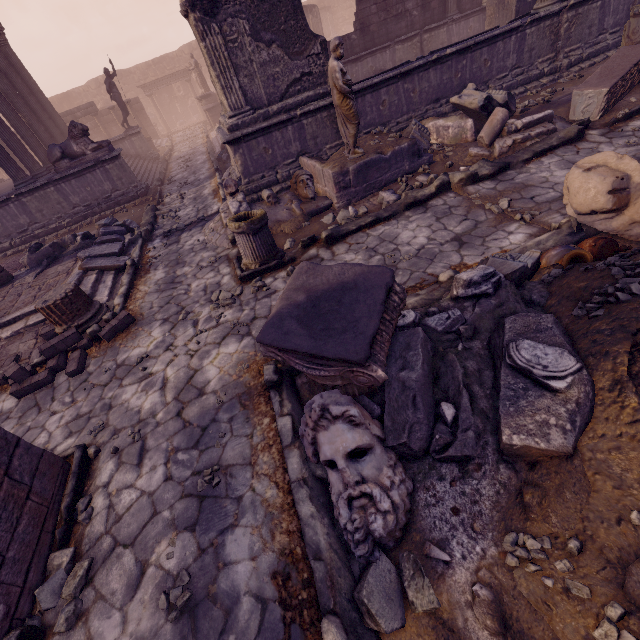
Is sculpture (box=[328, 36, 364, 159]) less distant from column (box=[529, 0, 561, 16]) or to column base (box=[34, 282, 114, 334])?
column base (box=[34, 282, 114, 334])

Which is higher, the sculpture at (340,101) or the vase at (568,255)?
the sculpture at (340,101)

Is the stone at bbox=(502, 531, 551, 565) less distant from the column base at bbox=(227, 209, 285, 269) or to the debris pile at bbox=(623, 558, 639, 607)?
the debris pile at bbox=(623, 558, 639, 607)

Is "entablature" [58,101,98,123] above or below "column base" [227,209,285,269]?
above

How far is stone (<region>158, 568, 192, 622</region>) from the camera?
2.4 meters

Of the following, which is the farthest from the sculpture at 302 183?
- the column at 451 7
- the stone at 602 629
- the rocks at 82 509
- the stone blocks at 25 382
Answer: the column at 451 7

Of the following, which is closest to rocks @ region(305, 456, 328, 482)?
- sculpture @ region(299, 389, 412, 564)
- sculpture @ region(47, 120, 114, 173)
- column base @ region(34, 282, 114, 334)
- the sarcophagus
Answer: sculpture @ region(299, 389, 412, 564)

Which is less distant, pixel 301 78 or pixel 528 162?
pixel 528 162
